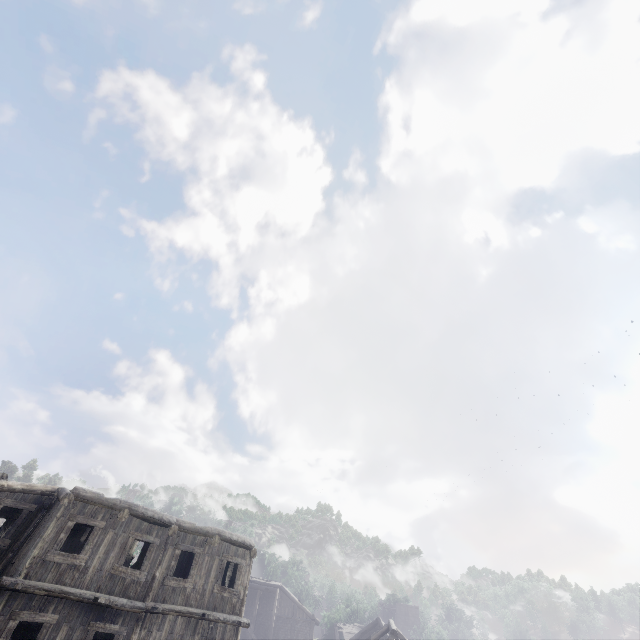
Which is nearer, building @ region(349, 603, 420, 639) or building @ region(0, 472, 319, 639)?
building @ region(0, 472, 319, 639)

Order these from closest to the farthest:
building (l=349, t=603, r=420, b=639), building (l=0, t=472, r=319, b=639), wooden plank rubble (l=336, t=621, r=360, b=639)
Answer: building (l=0, t=472, r=319, b=639), building (l=349, t=603, r=420, b=639), wooden plank rubble (l=336, t=621, r=360, b=639)

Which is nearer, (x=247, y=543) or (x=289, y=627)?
(x=247, y=543)

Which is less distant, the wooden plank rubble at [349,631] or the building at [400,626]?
the building at [400,626]

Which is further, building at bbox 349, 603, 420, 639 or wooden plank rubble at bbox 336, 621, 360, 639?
wooden plank rubble at bbox 336, 621, 360, 639

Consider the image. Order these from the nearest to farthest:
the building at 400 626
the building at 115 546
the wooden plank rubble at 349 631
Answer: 1. the building at 115 546
2. the building at 400 626
3. the wooden plank rubble at 349 631
